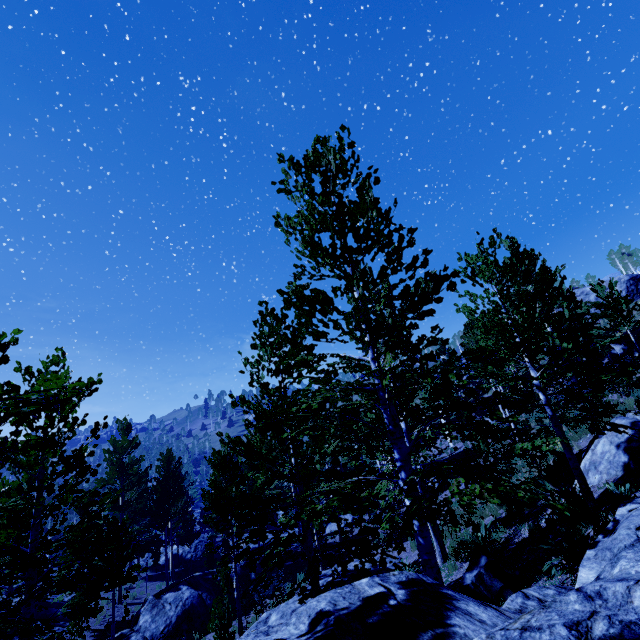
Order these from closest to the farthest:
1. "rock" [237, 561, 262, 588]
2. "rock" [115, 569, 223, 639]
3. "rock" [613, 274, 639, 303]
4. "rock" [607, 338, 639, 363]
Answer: "rock" [115, 569, 223, 639], "rock" [237, 561, 262, 588], "rock" [607, 338, 639, 363], "rock" [613, 274, 639, 303]

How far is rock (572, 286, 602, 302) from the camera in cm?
4009

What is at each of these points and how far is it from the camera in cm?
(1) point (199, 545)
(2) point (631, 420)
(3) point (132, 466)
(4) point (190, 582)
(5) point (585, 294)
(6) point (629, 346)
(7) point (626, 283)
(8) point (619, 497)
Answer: (1) rock, 3400
(2) rock, 889
(3) instancedfoliageactor, 2519
(4) rock, 1833
(5) rock, 4106
(6) rock, 2027
(7) rock, 3741
(8) instancedfoliageactor, 609

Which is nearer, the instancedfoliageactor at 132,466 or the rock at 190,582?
the instancedfoliageactor at 132,466

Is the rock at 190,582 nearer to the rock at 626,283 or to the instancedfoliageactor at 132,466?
the instancedfoliageactor at 132,466

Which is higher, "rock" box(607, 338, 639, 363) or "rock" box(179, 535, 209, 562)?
"rock" box(607, 338, 639, 363)

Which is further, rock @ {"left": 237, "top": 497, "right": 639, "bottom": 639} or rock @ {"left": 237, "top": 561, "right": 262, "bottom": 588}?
rock @ {"left": 237, "top": 561, "right": 262, "bottom": 588}

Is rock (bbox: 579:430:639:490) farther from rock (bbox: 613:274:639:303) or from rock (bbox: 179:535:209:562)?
rock (bbox: 613:274:639:303)
